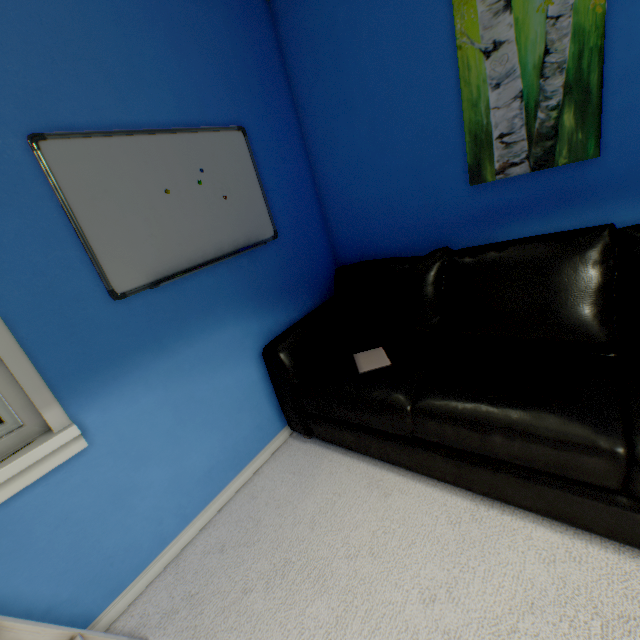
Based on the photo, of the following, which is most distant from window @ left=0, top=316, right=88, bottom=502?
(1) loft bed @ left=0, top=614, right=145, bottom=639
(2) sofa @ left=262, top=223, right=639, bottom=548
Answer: (2) sofa @ left=262, top=223, right=639, bottom=548

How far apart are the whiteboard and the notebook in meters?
0.9

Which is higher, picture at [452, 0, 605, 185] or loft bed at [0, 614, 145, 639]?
picture at [452, 0, 605, 185]

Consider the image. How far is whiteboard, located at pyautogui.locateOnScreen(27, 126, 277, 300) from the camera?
1.2m

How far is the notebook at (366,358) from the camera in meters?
1.6 m

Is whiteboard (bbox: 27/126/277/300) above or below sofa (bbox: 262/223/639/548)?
above

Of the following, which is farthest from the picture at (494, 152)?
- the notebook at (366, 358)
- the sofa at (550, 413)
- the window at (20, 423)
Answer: the window at (20, 423)

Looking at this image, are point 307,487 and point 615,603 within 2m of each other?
yes
